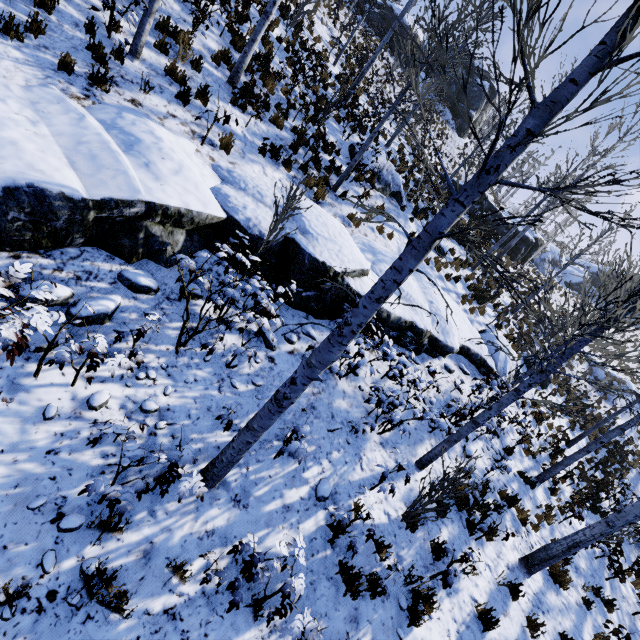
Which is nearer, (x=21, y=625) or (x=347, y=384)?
(x=21, y=625)

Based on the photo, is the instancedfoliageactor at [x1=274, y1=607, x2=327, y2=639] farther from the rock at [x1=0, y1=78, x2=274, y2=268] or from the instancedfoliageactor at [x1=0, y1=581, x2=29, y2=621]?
the rock at [x1=0, y1=78, x2=274, y2=268]

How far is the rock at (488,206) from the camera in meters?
23.0 m

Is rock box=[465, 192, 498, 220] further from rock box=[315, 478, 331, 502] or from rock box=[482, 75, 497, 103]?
rock box=[315, 478, 331, 502]

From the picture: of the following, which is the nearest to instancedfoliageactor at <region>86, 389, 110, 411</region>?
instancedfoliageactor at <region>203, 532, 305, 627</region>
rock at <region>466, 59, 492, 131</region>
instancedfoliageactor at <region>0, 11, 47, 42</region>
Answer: instancedfoliageactor at <region>0, 11, 47, 42</region>

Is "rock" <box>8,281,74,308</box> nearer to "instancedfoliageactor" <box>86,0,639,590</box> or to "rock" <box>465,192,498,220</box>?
"instancedfoliageactor" <box>86,0,639,590</box>

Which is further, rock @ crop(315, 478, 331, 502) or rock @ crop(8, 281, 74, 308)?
rock @ crop(315, 478, 331, 502)

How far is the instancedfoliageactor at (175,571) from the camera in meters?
3.5 m
